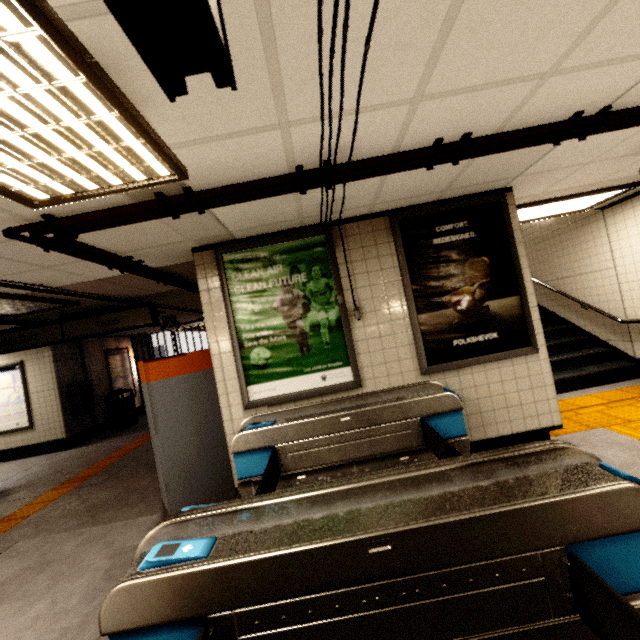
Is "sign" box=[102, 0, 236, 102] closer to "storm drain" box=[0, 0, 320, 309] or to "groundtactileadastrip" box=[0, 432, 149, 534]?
"storm drain" box=[0, 0, 320, 309]

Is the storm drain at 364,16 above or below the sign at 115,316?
above

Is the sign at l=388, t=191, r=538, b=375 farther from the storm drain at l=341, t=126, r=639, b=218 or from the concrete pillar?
the concrete pillar

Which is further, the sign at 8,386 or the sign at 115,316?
the sign at 8,386

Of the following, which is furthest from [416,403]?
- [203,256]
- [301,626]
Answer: [203,256]

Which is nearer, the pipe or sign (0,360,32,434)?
the pipe

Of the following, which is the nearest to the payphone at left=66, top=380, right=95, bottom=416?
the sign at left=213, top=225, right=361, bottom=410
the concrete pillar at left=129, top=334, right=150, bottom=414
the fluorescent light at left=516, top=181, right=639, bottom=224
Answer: the concrete pillar at left=129, top=334, right=150, bottom=414

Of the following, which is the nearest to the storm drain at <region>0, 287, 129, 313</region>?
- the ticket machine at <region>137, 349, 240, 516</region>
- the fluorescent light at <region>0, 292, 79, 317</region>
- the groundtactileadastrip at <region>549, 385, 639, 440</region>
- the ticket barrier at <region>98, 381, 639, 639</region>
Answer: the fluorescent light at <region>0, 292, 79, 317</region>
